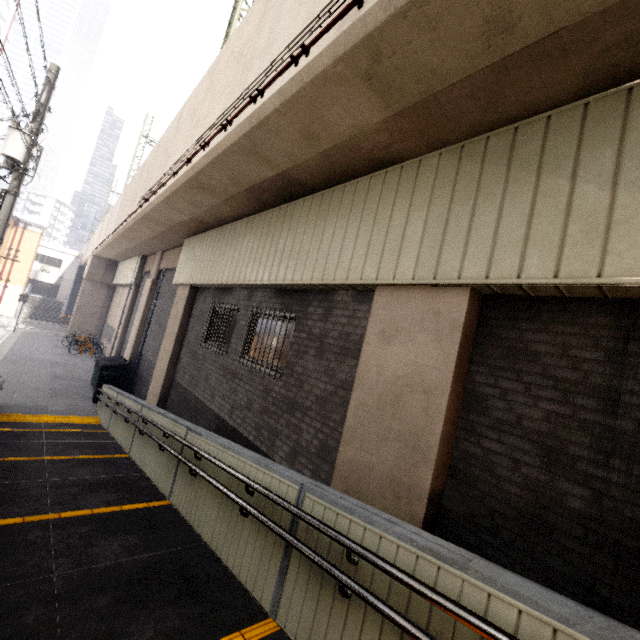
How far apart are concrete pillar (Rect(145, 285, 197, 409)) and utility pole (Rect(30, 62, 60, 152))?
4.2m

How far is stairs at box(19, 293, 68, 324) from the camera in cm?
3306

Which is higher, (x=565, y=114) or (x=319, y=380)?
(x=565, y=114)

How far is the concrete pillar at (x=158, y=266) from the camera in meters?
14.7 m

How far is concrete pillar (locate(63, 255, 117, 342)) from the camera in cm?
2536

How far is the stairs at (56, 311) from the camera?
33.1 meters

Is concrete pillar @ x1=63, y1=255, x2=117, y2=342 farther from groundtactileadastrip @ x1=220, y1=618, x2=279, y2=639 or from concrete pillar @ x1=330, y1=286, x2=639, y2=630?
groundtactileadastrip @ x1=220, y1=618, x2=279, y2=639

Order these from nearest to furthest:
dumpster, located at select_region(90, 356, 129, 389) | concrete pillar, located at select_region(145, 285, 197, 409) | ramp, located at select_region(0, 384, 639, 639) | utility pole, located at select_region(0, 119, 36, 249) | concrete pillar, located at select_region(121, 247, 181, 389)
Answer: ramp, located at select_region(0, 384, 639, 639) → utility pole, located at select_region(0, 119, 36, 249) → concrete pillar, located at select_region(145, 285, 197, 409) → dumpster, located at select_region(90, 356, 129, 389) → concrete pillar, located at select_region(121, 247, 181, 389)
